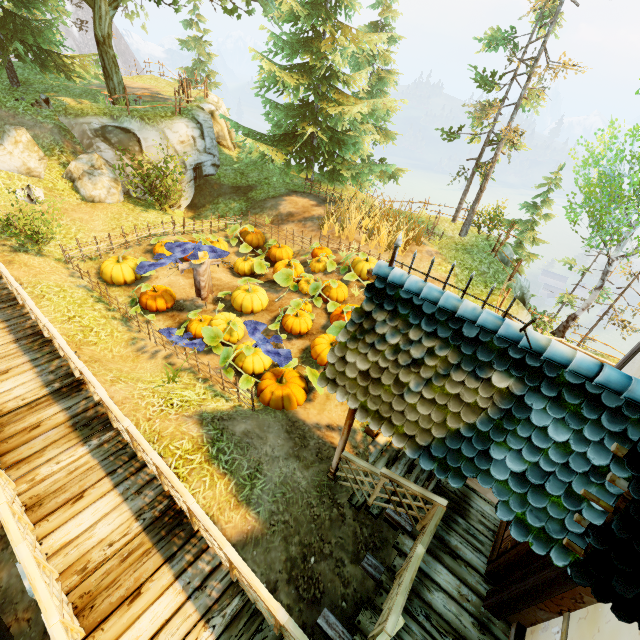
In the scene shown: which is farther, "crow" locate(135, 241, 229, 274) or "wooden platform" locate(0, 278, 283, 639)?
"crow" locate(135, 241, 229, 274)

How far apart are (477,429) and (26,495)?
6.7m

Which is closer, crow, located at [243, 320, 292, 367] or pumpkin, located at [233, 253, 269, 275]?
crow, located at [243, 320, 292, 367]

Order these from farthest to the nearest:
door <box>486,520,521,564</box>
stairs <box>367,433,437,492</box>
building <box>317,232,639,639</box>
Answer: stairs <box>367,433,437,492</box> → door <box>486,520,521,564</box> → building <box>317,232,639,639</box>

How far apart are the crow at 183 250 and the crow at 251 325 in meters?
1.9

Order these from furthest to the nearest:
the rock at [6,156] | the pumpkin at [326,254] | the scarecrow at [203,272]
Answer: the pumpkin at [326,254] → the rock at [6,156] → the scarecrow at [203,272]

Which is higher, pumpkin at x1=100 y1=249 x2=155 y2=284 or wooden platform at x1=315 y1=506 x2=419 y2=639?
wooden platform at x1=315 y1=506 x2=419 y2=639

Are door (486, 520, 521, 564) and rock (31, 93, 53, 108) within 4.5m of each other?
no
